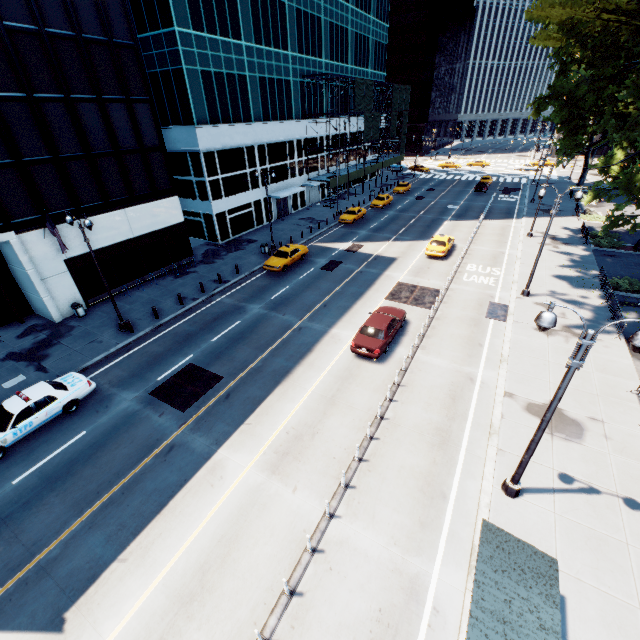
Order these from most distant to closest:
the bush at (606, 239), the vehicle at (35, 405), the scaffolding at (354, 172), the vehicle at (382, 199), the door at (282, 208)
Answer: the vehicle at (382, 199) → the scaffolding at (354, 172) → the door at (282, 208) → the bush at (606, 239) → the vehicle at (35, 405)

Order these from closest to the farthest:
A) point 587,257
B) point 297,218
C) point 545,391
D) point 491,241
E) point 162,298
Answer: point 545,391, point 162,298, point 587,257, point 491,241, point 297,218

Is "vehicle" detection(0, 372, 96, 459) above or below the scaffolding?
below

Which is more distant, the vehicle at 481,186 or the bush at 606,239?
the vehicle at 481,186

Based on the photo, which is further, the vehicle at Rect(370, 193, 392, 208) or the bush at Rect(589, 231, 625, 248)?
the vehicle at Rect(370, 193, 392, 208)

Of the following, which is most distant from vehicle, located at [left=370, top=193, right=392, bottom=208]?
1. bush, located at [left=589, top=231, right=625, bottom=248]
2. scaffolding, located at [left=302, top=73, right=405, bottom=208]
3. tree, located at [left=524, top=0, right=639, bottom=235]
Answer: bush, located at [left=589, top=231, right=625, bottom=248]

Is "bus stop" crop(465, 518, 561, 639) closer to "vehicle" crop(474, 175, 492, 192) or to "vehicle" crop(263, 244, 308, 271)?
"vehicle" crop(263, 244, 308, 271)

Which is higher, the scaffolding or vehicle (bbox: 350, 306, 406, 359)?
the scaffolding
